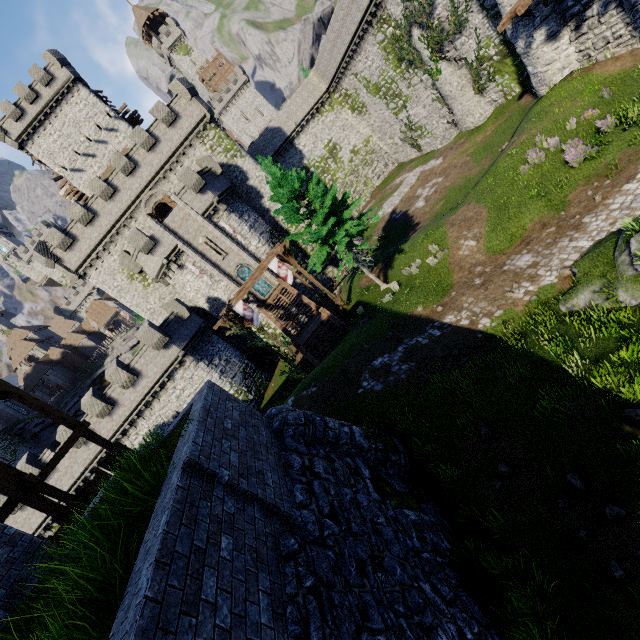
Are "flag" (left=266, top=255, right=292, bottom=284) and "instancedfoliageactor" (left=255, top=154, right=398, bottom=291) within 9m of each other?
yes

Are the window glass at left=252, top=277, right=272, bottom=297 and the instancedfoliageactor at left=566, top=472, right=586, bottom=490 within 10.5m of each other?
no

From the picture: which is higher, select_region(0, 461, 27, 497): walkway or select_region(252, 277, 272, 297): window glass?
select_region(0, 461, 27, 497): walkway

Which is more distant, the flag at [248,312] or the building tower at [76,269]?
the building tower at [76,269]

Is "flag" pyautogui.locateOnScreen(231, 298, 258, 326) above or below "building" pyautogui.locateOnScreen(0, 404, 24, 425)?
below

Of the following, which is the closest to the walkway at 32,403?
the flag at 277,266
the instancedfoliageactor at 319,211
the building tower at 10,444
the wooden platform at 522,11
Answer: the flag at 277,266

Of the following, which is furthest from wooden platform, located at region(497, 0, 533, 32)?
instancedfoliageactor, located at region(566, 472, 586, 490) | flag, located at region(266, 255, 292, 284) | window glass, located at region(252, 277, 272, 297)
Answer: window glass, located at region(252, 277, 272, 297)

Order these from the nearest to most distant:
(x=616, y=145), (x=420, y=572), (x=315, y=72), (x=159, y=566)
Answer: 1. (x=159, y=566)
2. (x=420, y=572)
3. (x=616, y=145)
4. (x=315, y=72)
